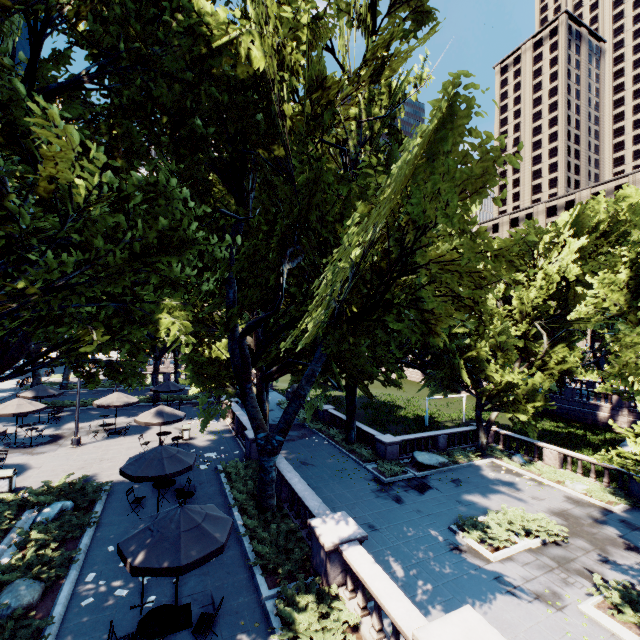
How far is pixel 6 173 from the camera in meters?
7.8 m

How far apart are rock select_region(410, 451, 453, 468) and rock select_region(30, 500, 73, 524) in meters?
19.6 m

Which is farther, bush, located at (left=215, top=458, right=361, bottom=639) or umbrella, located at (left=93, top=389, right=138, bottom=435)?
umbrella, located at (left=93, top=389, right=138, bottom=435)

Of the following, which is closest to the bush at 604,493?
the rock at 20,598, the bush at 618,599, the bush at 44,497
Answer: the bush at 618,599

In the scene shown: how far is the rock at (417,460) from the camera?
22.56m

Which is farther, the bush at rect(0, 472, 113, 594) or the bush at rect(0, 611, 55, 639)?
the bush at rect(0, 472, 113, 594)

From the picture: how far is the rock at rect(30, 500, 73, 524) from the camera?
12.2 meters

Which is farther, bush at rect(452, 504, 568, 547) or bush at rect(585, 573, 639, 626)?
bush at rect(452, 504, 568, 547)
